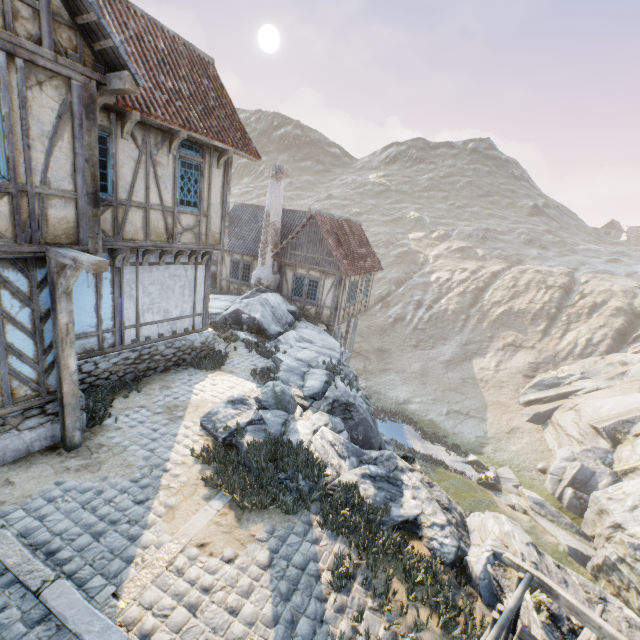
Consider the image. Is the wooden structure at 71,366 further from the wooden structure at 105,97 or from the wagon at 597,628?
the wagon at 597,628

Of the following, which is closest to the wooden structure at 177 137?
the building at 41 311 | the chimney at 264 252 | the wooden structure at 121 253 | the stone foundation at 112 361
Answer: the building at 41 311

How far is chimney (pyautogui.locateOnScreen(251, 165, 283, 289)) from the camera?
17.5 meters

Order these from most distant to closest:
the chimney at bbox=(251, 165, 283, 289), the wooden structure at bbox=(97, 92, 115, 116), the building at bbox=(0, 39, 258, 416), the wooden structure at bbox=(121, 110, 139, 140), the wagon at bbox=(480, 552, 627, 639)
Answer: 1. the chimney at bbox=(251, 165, 283, 289)
2. the wooden structure at bbox=(121, 110, 139, 140)
3. the wooden structure at bbox=(97, 92, 115, 116)
4. the building at bbox=(0, 39, 258, 416)
5. the wagon at bbox=(480, 552, 627, 639)

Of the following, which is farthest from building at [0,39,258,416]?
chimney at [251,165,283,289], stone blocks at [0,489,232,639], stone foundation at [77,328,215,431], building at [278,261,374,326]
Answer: building at [278,261,374,326]

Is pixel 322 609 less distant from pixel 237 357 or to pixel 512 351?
pixel 237 357

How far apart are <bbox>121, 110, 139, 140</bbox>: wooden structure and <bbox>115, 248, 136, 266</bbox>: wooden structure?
2.5m

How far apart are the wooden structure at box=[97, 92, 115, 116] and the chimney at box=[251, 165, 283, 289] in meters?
11.8
